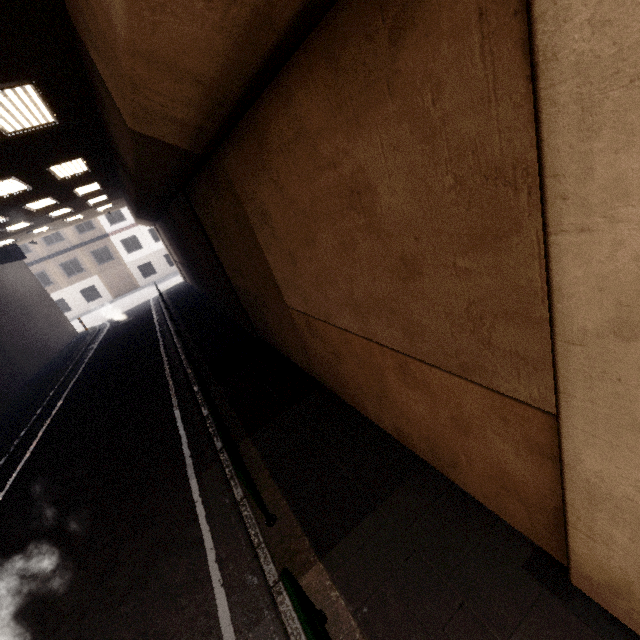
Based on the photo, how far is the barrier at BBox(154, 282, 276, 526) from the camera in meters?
4.4

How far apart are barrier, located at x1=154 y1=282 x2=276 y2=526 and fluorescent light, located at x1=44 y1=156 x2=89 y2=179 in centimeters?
736cm

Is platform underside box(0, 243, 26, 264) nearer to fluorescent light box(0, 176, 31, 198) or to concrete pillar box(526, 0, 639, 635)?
fluorescent light box(0, 176, 31, 198)

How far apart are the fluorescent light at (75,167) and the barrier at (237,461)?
7.4 meters

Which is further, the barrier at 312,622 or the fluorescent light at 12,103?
the fluorescent light at 12,103

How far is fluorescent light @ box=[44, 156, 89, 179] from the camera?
9.6m

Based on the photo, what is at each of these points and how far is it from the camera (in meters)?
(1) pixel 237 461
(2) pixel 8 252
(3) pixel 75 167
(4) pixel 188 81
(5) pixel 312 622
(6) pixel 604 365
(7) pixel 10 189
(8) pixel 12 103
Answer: (1) barrier, 4.76
(2) platform underside, 20.14
(3) fluorescent light, 10.48
(4) concrete pillar, 3.13
(5) barrier, 2.72
(6) concrete pillar, 1.75
(7) fluorescent light, 10.08
(8) fluorescent light, 5.62

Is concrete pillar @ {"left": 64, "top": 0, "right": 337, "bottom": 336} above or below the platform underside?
below
